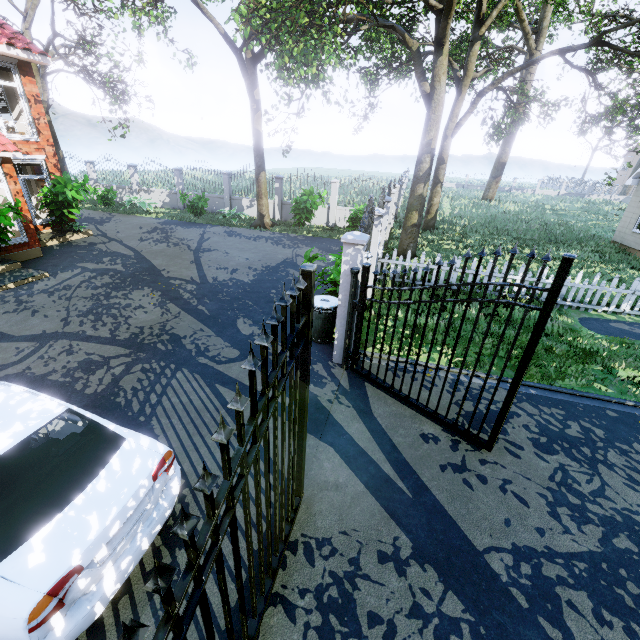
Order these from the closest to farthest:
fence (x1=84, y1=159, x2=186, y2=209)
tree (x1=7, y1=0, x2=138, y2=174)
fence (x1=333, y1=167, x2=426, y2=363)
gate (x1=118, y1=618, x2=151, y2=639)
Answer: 1. gate (x1=118, y1=618, x2=151, y2=639)
2. fence (x1=333, y1=167, x2=426, y2=363)
3. tree (x1=7, y1=0, x2=138, y2=174)
4. fence (x1=84, y1=159, x2=186, y2=209)

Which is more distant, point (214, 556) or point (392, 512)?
point (392, 512)

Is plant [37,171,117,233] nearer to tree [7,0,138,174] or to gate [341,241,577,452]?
tree [7,0,138,174]

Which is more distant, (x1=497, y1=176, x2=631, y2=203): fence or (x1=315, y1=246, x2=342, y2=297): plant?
(x1=497, y1=176, x2=631, y2=203): fence

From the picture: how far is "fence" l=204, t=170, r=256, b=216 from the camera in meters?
19.0 m

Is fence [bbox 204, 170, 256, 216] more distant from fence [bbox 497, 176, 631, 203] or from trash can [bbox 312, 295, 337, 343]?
fence [bbox 497, 176, 631, 203]

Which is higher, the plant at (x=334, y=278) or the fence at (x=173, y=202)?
the plant at (x=334, y=278)

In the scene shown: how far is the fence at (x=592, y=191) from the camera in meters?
44.7
